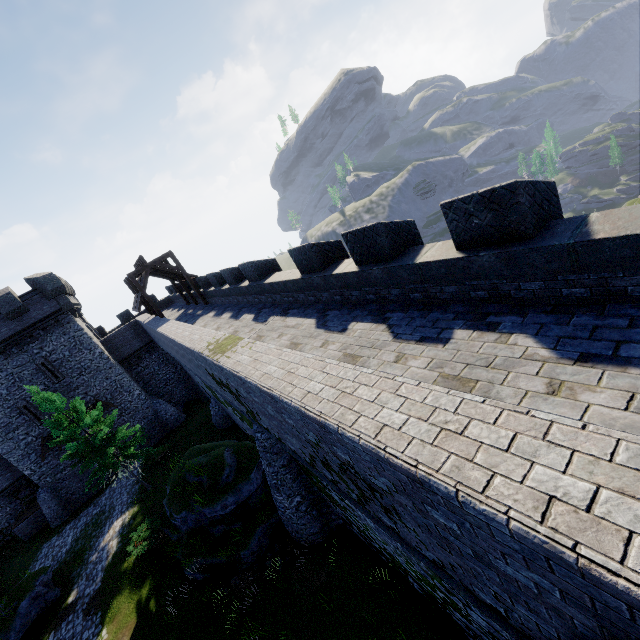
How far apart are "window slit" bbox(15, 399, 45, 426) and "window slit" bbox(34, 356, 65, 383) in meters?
1.8

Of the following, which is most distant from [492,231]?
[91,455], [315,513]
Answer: [91,455]

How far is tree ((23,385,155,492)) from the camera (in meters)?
19.73

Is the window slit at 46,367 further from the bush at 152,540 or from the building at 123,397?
the bush at 152,540

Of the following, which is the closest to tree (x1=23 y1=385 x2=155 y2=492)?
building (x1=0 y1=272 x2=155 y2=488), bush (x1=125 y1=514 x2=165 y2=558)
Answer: bush (x1=125 y1=514 x2=165 y2=558)

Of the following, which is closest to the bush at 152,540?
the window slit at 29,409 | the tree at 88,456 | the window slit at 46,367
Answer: the tree at 88,456

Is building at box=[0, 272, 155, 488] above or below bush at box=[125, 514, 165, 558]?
above

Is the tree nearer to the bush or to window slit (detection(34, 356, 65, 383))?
the bush
